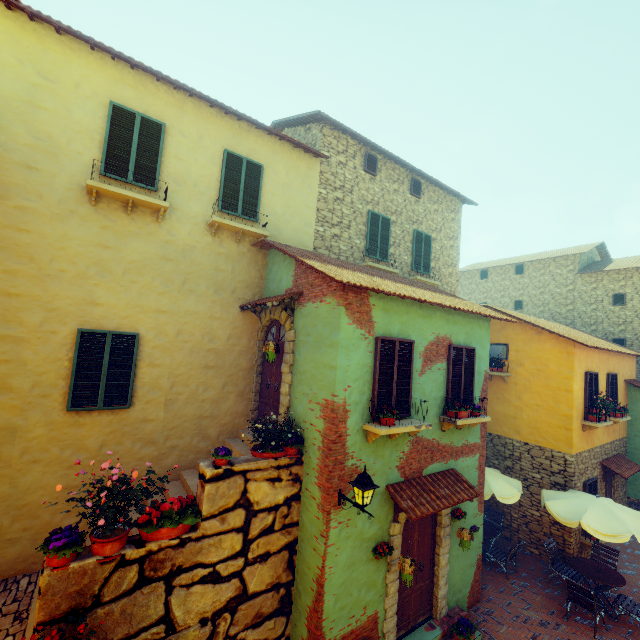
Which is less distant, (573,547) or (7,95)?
(7,95)

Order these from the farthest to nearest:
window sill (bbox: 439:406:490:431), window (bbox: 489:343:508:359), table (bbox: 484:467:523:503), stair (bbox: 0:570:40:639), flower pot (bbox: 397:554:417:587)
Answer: window (bbox: 489:343:508:359) → table (bbox: 484:467:523:503) → window sill (bbox: 439:406:490:431) → flower pot (bbox: 397:554:417:587) → stair (bbox: 0:570:40:639)

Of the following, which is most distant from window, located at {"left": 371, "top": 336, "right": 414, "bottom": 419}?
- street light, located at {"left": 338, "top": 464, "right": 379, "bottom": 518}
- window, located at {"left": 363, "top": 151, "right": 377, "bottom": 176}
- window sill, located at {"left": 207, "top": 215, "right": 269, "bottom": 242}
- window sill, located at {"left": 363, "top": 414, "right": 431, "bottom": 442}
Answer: window, located at {"left": 363, "top": 151, "right": 377, "bottom": 176}

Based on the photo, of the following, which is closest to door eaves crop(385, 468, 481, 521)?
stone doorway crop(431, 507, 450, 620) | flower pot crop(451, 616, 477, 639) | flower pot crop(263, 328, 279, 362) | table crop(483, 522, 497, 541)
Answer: stone doorway crop(431, 507, 450, 620)

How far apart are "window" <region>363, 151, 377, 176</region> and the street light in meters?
9.7 m

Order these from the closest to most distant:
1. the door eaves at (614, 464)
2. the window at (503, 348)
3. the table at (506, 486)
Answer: the table at (506, 486), the door eaves at (614, 464), the window at (503, 348)

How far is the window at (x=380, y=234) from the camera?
11.3 meters

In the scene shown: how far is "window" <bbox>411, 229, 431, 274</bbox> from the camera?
12.68m
